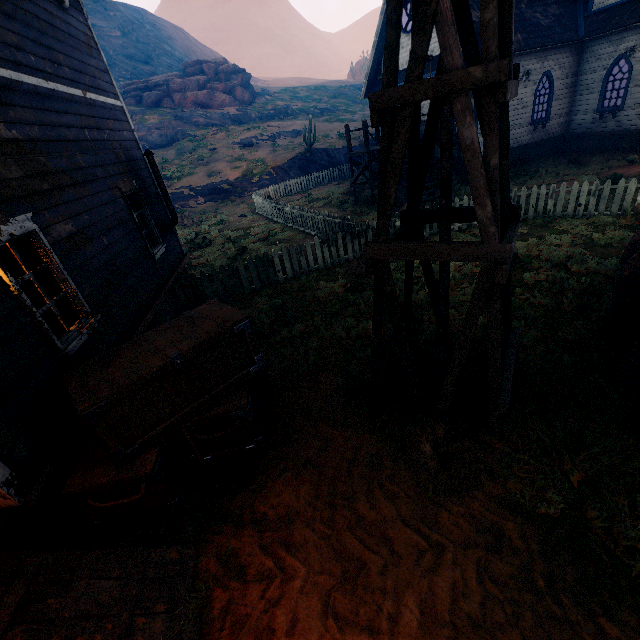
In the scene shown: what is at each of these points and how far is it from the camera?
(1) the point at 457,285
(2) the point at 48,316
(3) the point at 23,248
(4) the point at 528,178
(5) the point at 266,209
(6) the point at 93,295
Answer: (1) z, 7.4m
(2) desk, 6.2m
(3) curtain, 4.2m
(4) z, 14.2m
(5) fence, 17.4m
(6) building, 5.1m

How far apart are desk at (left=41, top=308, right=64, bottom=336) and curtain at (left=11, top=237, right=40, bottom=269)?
2.0m

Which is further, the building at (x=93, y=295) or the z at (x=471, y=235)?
the z at (x=471, y=235)

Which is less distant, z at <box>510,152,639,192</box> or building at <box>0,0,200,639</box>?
building at <box>0,0,200,639</box>

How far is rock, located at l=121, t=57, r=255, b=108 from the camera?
40.3 meters

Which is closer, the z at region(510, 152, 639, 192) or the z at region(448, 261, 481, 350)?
the z at region(448, 261, 481, 350)

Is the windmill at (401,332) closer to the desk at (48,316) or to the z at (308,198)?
the z at (308,198)
